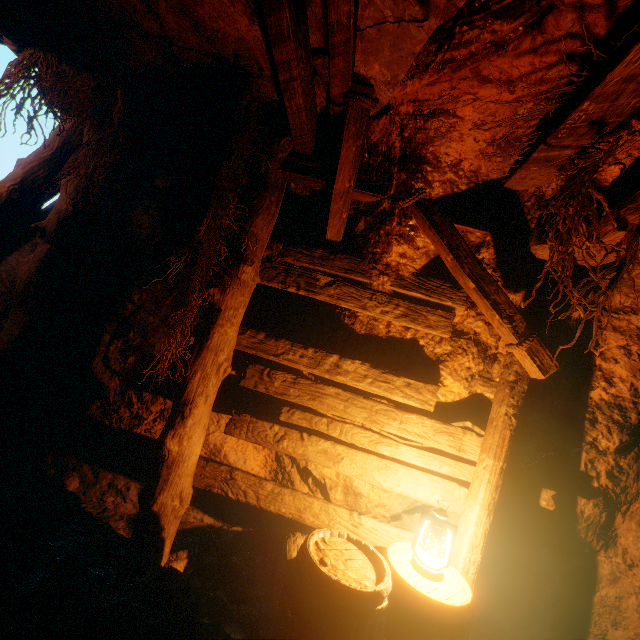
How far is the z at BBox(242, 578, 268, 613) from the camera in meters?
2.8

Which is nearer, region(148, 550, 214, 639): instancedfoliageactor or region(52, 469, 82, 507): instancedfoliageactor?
region(148, 550, 214, 639): instancedfoliageactor

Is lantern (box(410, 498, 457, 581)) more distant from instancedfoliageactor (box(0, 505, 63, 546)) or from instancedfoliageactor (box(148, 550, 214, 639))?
instancedfoliageactor (box(0, 505, 63, 546))

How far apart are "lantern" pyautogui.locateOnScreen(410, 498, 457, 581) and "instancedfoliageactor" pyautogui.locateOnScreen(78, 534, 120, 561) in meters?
2.5

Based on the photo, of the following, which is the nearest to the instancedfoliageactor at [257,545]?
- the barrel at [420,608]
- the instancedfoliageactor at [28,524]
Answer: the barrel at [420,608]

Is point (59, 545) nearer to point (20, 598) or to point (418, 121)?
point (20, 598)

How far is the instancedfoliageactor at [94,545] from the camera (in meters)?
2.74

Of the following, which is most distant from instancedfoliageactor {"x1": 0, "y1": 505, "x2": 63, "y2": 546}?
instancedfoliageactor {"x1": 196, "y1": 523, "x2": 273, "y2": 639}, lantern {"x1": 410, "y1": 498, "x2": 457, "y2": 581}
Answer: lantern {"x1": 410, "y1": 498, "x2": 457, "y2": 581}
